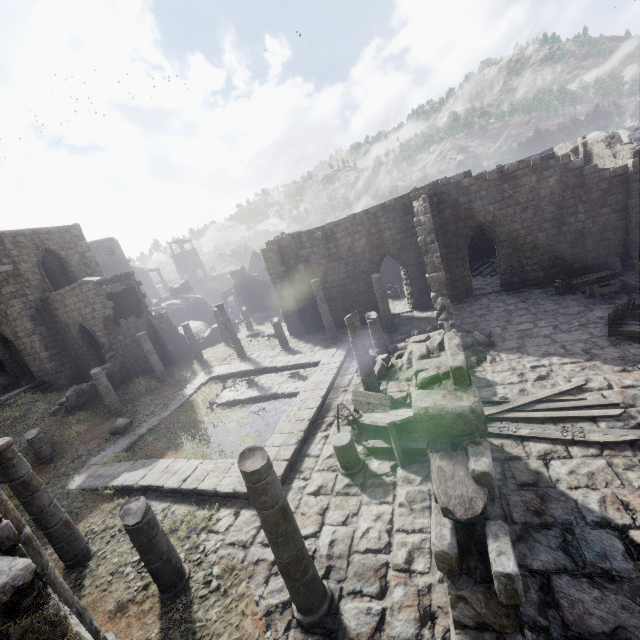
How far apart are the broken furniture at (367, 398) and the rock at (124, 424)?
10.85m

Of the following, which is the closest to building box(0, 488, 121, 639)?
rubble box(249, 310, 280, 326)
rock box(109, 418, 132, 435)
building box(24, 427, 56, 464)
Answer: rubble box(249, 310, 280, 326)

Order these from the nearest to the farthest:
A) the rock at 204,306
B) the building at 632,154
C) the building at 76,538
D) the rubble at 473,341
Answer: the building at 632,154
the building at 76,538
the rubble at 473,341
the rock at 204,306

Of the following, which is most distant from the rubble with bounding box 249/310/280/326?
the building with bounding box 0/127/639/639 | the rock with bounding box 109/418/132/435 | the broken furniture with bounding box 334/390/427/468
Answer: the broken furniture with bounding box 334/390/427/468

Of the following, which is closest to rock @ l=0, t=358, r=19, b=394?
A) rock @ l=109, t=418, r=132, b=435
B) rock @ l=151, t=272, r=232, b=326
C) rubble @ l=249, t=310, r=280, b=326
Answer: rock @ l=151, t=272, r=232, b=326

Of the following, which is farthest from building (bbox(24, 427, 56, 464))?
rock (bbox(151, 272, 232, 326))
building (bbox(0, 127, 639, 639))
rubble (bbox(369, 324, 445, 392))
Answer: rock (bbox(151, 272, 232, 326))

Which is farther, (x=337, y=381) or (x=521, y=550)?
(x=337, y=381)

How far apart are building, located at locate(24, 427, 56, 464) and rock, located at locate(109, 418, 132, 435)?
2.1 meters
